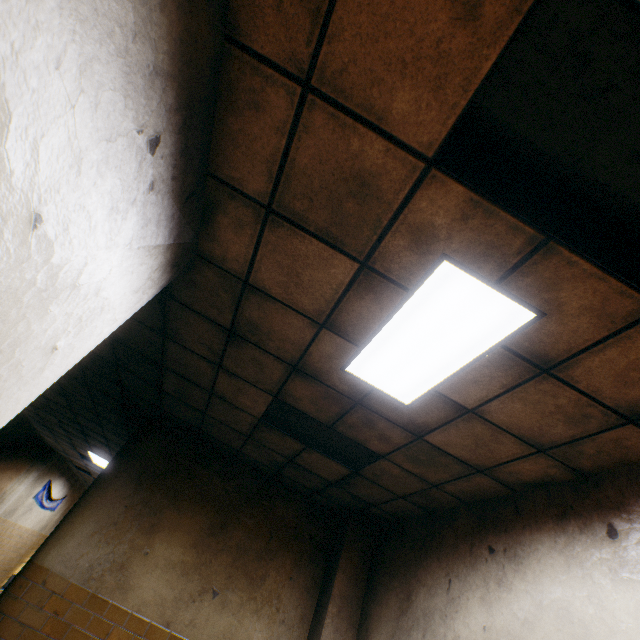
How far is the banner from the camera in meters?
11.2 m

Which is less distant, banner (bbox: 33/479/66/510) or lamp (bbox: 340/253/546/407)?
lamp (bbox: 340/253/546/407)

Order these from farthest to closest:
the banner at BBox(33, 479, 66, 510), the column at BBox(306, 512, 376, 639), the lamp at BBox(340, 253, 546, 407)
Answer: the banner at BBox(33, 479, 66, 510) < the column at BBox(306, 512, 376, 639) < the lamp at BBox(340, 253, 546, 407)

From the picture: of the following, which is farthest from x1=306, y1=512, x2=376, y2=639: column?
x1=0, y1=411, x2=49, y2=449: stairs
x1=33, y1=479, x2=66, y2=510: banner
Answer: x1=33, y1=479, x2=66, y2=510: banner

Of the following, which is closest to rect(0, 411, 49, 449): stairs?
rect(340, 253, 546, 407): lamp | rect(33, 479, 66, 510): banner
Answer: rect(33, 479, 66, 510): banner

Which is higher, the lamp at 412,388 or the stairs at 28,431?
the lamp at 412,388

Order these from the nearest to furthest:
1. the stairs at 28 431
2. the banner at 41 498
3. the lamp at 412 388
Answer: the lamp at 412 388 → the stairs at 28 431 → the banner at 41 498

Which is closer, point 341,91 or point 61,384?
point 341,91
